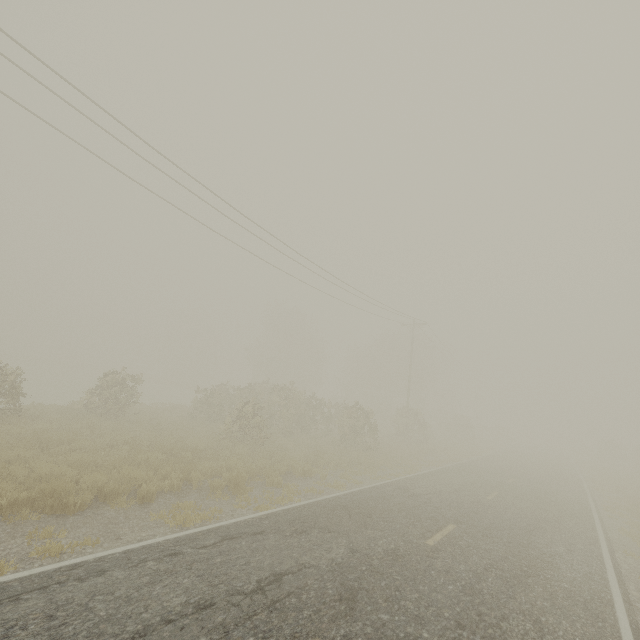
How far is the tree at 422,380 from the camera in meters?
19.4 m

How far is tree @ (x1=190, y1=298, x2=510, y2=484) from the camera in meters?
19.4

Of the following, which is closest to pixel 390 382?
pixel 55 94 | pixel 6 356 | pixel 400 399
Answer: pixel 400 399

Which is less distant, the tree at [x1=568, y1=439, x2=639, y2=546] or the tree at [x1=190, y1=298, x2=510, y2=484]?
the tree at [x1=568, y1=439, x2=639, y2=546]

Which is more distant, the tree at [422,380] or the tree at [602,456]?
the tree at [422,380]
